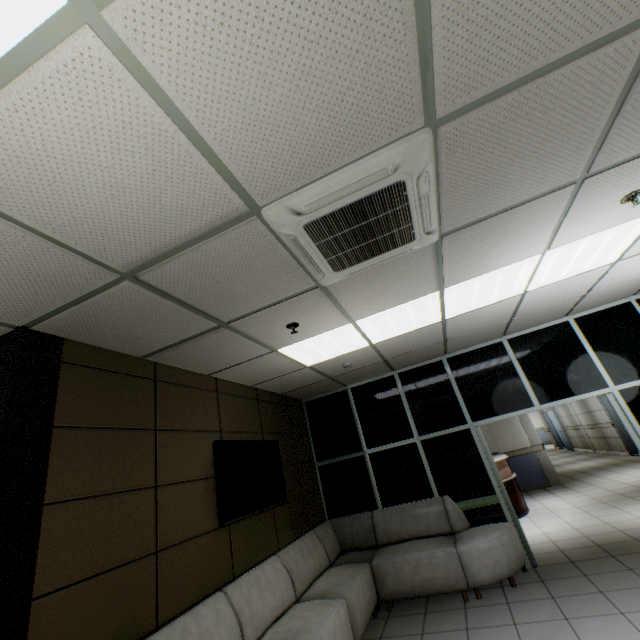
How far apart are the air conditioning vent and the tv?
2.3 meters

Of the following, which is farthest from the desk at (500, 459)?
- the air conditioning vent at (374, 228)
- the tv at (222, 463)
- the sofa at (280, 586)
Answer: the air conditioning vent at (374, 228)

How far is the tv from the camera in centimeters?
351cm

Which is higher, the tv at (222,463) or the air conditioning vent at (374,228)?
the air conditioning vent at (374,228)

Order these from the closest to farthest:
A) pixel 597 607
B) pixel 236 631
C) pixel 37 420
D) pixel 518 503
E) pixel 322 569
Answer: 1. pixel 37 420
2. pixel 236 631
3. pixel 597 607
4. pixel 322 569
5. pixel 518 503

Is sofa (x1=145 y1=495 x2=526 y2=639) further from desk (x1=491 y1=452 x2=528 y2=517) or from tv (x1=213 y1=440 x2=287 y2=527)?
desk (x1=491 y1=452 x2=528 y2=517)

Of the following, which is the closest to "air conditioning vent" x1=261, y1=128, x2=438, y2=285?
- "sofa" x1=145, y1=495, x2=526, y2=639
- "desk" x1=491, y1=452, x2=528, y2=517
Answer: "sofa" x1=145, y1=495, x2=526, y2=639

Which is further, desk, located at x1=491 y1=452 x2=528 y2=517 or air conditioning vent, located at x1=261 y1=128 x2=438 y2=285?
desk, located at x1=491 y1=452 x2=528 y2=517
